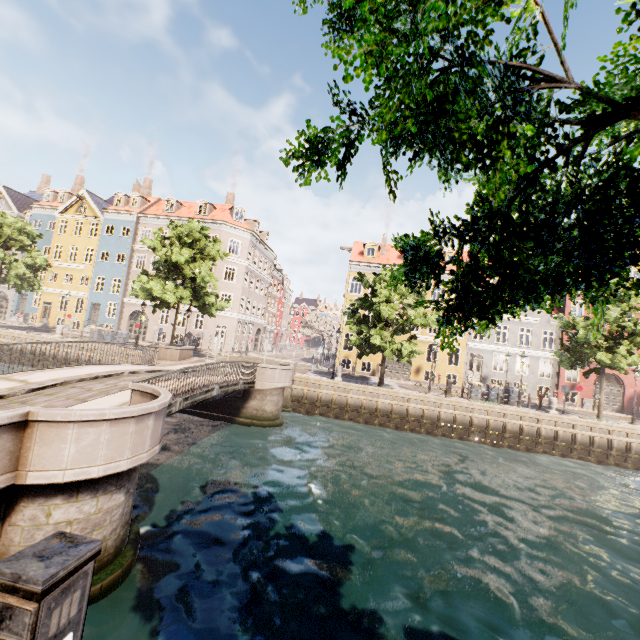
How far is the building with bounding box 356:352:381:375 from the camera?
31.19m

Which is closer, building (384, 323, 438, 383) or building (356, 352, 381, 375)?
building (384, 323, 438, 383)

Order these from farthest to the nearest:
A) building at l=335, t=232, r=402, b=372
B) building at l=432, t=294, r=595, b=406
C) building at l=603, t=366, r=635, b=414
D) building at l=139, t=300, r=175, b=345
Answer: building at l=139, t=300, r=175, b=345 → building at l=335, t=232, r=402, b=372 → building at l=432, t=294, r=595, b=406 → building at l=603, t=366, r=635, b=414

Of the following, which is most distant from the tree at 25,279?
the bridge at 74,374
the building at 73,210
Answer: the building at 73,210

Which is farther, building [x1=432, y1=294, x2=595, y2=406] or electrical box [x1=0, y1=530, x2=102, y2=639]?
building [x1=432, y1=294, x2=595, y2=406]

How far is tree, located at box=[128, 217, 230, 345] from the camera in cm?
2205

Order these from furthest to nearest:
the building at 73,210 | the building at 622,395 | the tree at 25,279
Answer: the building at 73,210
the building at 622,395
the tree at 25,279

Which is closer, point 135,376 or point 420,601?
point 420,601
